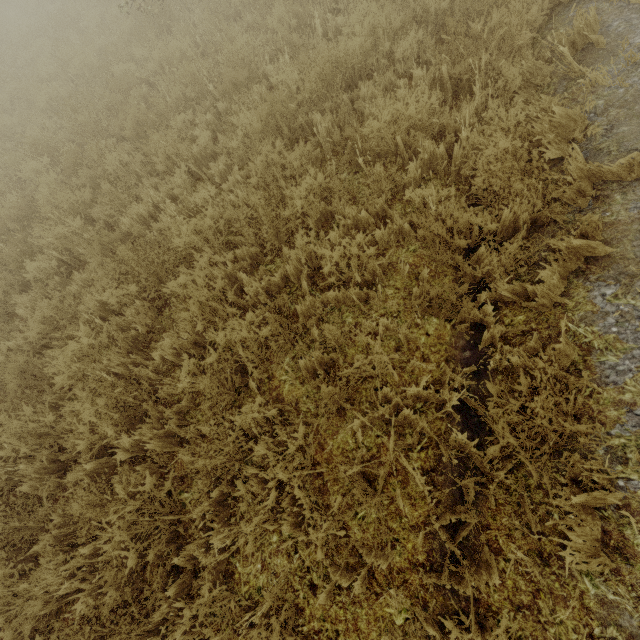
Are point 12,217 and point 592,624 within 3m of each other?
no
